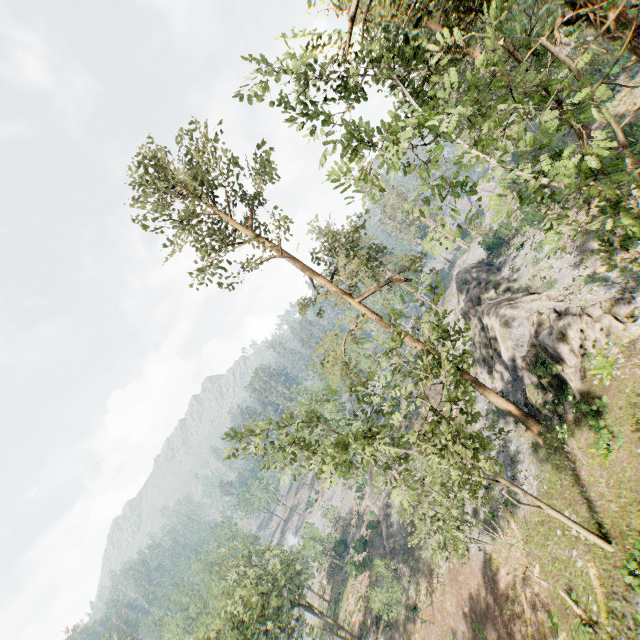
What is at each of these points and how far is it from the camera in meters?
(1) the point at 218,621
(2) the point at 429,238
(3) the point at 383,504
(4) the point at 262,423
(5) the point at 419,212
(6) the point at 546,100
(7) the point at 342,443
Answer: (1) foliage, 30.0 m
(2) foliage, 10.0 m
(3) ground embankment, 50.2 m
(4) foliage, 15.6 m
(5) foliage, 11.3 m
(6) foliage, 5.1 m
(7) foliage, 13.4 m

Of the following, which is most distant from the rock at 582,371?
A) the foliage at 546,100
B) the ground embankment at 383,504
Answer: the ground embankment at 383,504

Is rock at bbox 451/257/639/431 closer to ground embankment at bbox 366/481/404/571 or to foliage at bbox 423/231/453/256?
foliage at bbox 423/231/453/256

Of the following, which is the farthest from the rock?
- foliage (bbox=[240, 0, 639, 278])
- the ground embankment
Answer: the ground embankment

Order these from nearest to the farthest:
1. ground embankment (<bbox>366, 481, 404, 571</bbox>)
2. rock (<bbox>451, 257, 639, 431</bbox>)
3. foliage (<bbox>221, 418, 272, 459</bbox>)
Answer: foliage (<bbox>221, 418, 272, 459</bbox>)
rock (<bbox>451, 257, 639, 431</bbox>)
ground embankment (<bbox>366, 481, 404, 571</bbox>)

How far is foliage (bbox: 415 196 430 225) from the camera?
8.92m

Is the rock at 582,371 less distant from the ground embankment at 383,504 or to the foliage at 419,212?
the foliage at 419,212
